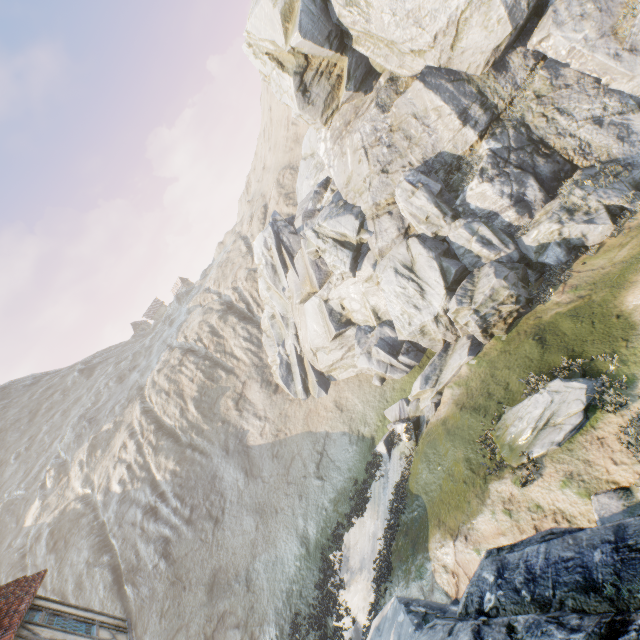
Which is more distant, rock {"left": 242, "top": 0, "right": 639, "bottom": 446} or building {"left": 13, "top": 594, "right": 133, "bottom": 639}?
rock {"left": 242, "top": 0, "right": 639, "bottom": 446}

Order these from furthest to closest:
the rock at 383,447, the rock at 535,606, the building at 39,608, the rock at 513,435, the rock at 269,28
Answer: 1. the rock at 383,447
2. the rock at 269,28
3. the rock at 513,435
4. the building at 39,608
5. the rock at 535,606

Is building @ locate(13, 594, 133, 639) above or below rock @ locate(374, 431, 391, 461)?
above

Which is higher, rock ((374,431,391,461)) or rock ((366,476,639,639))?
rock ((366,476,639,639))

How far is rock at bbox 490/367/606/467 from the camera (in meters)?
10.24

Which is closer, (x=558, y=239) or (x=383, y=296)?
(x=558, y=239)

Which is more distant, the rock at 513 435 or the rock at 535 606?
the rock at 513 435
